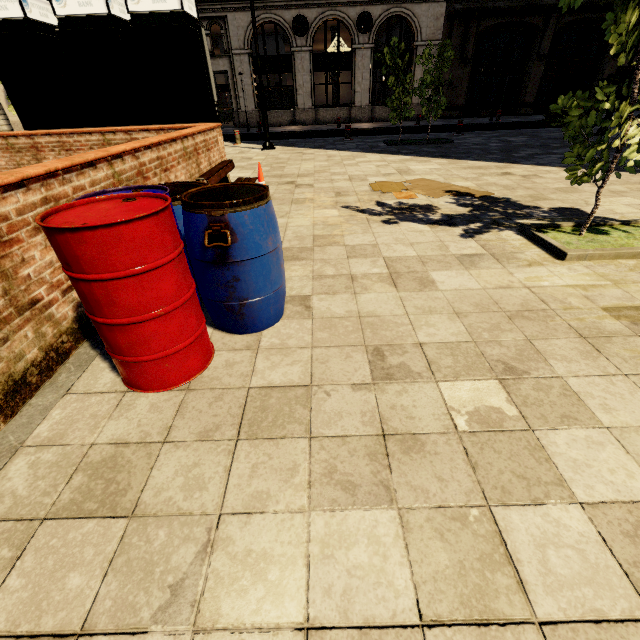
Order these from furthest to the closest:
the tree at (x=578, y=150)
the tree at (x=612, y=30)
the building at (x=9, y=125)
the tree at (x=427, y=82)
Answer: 1. the building at (x=9, y=125)
2. the tree at (x=427, y=82)
3. the tree at (x=578, y=150)
4. the tree at (x=612, y=30)

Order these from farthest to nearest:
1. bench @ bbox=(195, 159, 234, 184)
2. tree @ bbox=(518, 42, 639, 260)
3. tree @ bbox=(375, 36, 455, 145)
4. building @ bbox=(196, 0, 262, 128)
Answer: building @ bbox=(196, 0, 262, 128)
tree @ bbox=(375, 36, 455, 145)
bench @ bbox=(195, 159, 234, 184)
tree @ bbox=(518, 42, 639, 260)

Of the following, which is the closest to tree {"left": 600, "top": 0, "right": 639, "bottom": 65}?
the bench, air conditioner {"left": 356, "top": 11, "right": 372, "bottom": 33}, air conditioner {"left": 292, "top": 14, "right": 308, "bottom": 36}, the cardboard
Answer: the cardboard

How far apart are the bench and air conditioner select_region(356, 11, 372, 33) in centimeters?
2083cm

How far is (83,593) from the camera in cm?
127

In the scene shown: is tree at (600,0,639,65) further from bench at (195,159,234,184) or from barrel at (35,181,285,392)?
bench at (195,159,234,184)

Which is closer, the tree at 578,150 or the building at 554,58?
the tree at 578,150

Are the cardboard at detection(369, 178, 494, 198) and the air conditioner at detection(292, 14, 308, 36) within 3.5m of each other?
no
